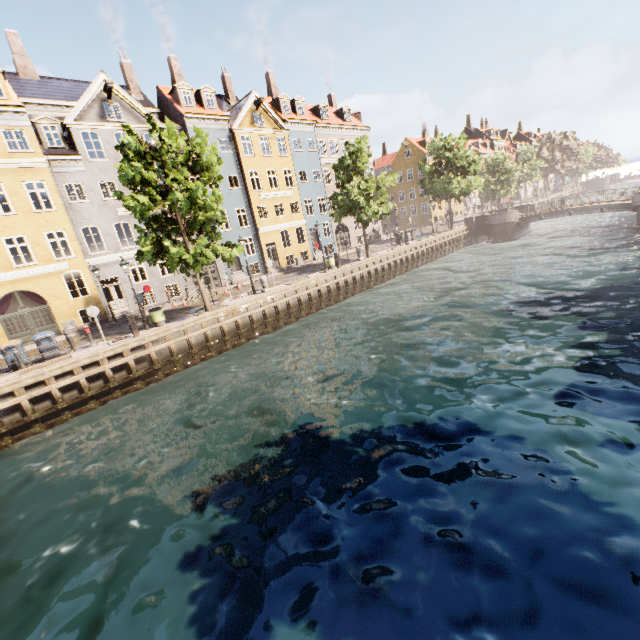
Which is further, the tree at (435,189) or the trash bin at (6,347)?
the tree at (435,189)

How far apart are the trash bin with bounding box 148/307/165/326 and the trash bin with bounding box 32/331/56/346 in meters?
4.2

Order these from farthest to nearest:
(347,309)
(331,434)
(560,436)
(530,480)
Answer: (347,309), (331,434), (560,436), (530,480)

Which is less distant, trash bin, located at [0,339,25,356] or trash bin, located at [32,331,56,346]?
trash bin, located at [0,339,25,356]

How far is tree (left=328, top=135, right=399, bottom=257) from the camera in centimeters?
2494cm

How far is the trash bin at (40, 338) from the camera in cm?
1498

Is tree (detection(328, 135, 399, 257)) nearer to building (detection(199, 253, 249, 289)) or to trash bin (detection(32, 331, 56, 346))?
building (detection(199, 253, 249, 289))

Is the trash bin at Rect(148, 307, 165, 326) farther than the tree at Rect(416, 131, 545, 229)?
No
